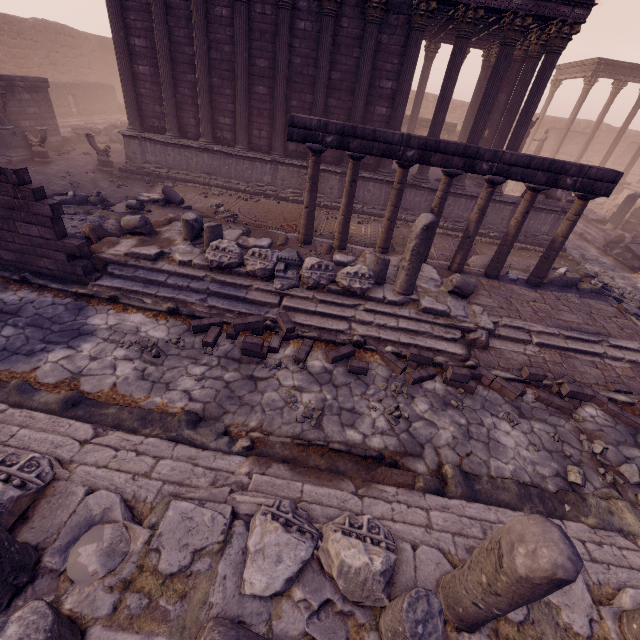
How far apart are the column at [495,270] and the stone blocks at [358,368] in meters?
4.1 m

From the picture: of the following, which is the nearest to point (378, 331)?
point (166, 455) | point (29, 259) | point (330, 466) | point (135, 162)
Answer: point (330, 466)

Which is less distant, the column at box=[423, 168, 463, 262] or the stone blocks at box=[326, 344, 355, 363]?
the stone blocks at box=[326, 344, 355, 363]

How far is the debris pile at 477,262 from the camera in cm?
997

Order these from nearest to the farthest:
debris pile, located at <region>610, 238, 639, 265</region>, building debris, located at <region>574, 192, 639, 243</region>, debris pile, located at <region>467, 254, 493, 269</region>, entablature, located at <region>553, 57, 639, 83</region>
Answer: debris pile, located at <region>467, 254, 493, 269</region>, debris pile, located at <region>610, 238, 639, 265</region>, building debris, located at <region>574, 192, 639, 243</region>, entablature, located at <region>553, 57, 639, 83</region>

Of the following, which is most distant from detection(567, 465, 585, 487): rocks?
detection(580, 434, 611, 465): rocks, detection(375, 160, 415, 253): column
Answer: detection(375, 160, 415, 253): column

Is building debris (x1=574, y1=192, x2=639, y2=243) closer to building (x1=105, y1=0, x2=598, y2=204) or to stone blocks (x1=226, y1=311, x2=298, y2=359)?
building (x1=105, y1=0, x2=598, y2=204)

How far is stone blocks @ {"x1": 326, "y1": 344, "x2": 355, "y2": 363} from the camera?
5.93m
